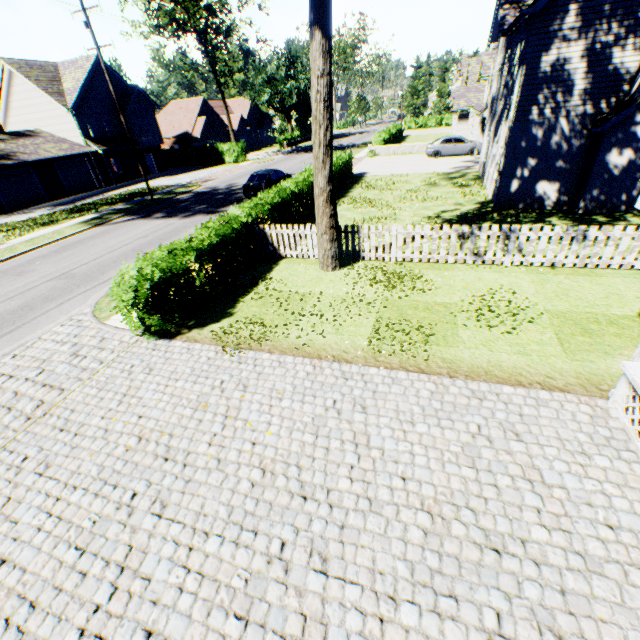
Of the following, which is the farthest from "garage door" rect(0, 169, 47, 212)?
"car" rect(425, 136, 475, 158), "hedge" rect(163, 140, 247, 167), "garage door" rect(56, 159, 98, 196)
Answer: "car" rect(425, 136, 475, 158)

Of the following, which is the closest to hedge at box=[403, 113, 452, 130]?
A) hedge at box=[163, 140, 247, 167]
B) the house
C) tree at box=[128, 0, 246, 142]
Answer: tree at box=[128, 0, 246, 142]

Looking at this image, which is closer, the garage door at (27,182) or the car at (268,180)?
the car at (268,180)

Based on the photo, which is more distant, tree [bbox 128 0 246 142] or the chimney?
tree [bbox 128 0 246 142]

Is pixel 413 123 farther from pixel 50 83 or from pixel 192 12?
pixel 50 83

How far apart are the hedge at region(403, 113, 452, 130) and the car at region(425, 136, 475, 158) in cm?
3482

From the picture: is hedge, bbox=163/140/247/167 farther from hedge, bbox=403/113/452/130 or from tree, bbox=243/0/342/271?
hedge, bbox=403/113/452/130

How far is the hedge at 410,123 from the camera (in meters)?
57.00
